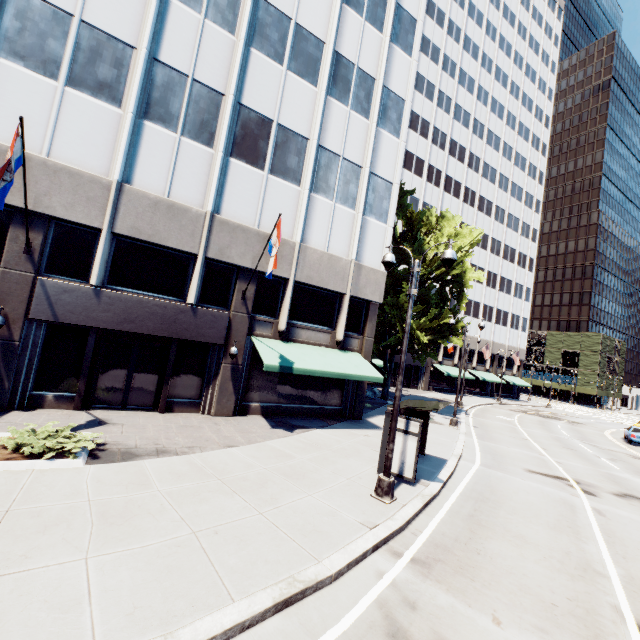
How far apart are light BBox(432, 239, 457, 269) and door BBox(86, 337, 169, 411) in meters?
9.8

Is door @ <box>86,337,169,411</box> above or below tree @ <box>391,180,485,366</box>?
below

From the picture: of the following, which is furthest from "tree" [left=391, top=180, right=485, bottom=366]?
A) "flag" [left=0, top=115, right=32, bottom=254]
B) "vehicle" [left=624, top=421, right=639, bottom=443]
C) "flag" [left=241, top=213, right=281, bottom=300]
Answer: "flag" [left=0, top=115, right=32, bottom=254]

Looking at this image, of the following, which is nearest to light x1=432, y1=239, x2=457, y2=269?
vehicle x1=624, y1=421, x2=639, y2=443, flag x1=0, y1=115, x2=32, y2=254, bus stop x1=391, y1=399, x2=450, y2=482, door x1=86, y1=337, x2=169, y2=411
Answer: bus stop x1=391, y1=399, x2=450, y2=482

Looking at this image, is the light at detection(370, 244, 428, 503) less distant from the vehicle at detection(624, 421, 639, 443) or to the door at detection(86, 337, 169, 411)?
the door at detection(86, 337, 169, 411)

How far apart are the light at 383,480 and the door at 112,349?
9.77m

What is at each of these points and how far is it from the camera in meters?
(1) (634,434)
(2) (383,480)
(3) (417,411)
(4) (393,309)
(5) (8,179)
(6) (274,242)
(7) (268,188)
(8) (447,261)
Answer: (1) vehicle, 26.7
(2) light, 9.0
(3) bus stop, 13.5
(4) tree, 22.5
(5) flag, 8.7
(6) flag, 12.7
(7) building, 15.7
(8) light, 8.9

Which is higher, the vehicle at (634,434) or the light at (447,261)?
the light at (447,261)
